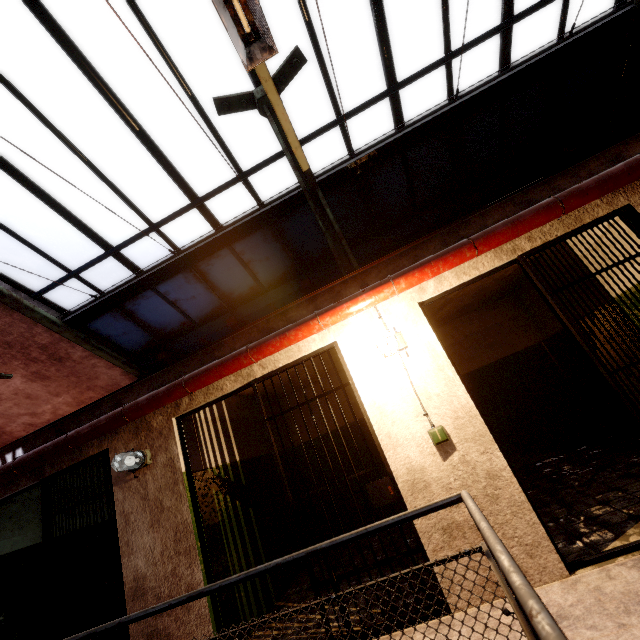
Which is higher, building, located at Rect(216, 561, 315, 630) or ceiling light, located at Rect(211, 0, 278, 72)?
ceiling light, located at Rect(211, 0, 278, 72)

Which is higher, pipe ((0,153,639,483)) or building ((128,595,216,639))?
pipe ((0,153,639,483))

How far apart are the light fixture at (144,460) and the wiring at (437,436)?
2.9m

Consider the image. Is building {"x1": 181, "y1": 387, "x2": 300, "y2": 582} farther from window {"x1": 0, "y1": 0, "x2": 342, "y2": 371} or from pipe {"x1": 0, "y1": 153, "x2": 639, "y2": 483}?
window {"x1": 0, "y1": 0, "x2": 342, "y2": 371}

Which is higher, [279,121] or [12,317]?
[12,317]

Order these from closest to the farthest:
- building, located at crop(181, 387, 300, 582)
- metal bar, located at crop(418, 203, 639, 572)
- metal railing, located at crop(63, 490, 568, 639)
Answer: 1. metal railing, located at crop(63, 490, 568, 639)
2. metal bar, located at crop(418, 203, 639, 572)
3. building, located at crop(181, 387, 300, 582)

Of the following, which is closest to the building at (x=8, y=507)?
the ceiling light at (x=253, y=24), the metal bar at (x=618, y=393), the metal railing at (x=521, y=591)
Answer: the metal bar at (x=618, y=393)

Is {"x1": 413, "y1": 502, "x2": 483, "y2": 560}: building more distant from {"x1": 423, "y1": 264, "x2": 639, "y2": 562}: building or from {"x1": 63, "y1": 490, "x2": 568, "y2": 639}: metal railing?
{"x1": 63, "y1": 490, "x2": 568, "y2": 639}: metal railing
